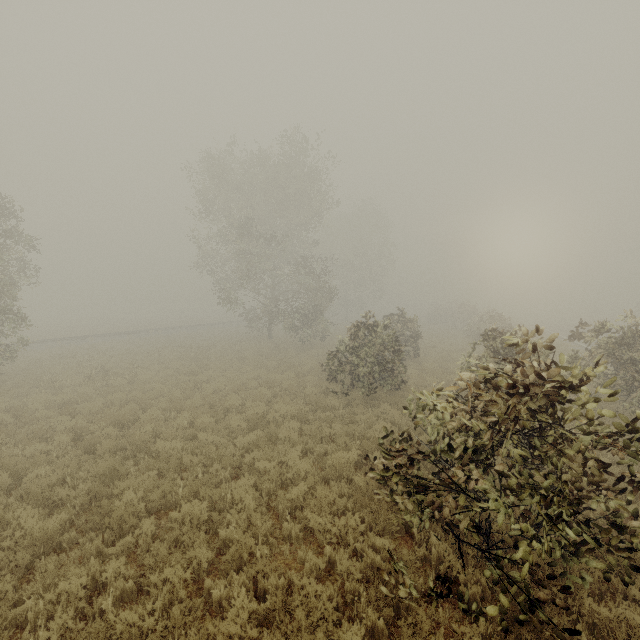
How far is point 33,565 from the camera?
5.14m

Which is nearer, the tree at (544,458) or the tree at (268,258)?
the tree at (544,458)

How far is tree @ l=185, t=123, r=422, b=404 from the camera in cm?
1393

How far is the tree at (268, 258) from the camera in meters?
13.9

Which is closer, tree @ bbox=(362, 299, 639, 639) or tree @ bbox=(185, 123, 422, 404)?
tree @ bbox=(362, 299, 639, 639)
